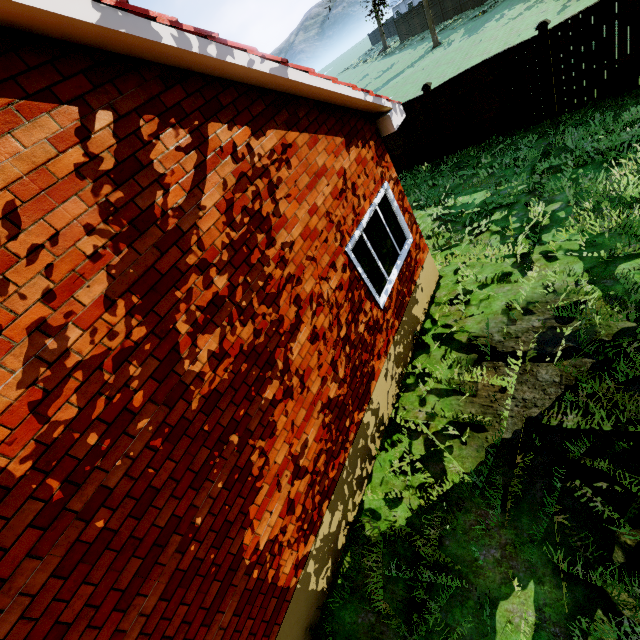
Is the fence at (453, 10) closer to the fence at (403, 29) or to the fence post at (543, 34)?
the fence at (403, 29)

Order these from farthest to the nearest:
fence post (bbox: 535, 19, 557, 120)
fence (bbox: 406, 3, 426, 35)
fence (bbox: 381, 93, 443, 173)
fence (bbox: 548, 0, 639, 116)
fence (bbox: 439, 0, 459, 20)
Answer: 1. fence (bbox: 406, 3, 426, 35)
2. fence (bbox: 439, 0, 459, 20)
3. fence (bbox: 381, 93, 443, 173)
4. fence post (bbox: 535, 19, 557, 120)
5. fence (bbox: 548, 0, 639, 116)

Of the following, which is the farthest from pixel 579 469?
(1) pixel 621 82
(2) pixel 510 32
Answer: (2) pixel 510 32

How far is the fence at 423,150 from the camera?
11.3 meters

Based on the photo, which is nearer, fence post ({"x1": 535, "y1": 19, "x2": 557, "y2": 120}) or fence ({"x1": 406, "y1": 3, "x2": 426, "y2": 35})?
fence post ({"x1": 535, "y1": 19, "x2": 557, "y2": 120})

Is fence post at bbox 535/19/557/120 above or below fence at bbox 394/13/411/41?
above

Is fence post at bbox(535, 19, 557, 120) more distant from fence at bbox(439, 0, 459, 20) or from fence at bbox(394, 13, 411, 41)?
fence at bbox(439, 0, 459, 20)
